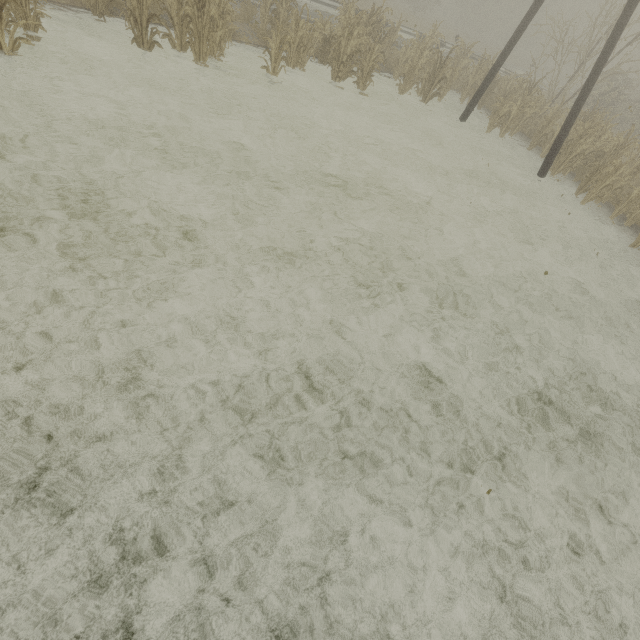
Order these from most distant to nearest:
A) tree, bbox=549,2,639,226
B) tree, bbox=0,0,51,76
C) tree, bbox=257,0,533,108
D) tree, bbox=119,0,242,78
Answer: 1. tree, bbox=549,2,639,226
2. tree, bbox=257,0,533,108
3. tree, bbox=119,0,242,78
4. tree, bbox=0,0,51,76

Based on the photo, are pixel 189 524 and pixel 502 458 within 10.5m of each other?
yes

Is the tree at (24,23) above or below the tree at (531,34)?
below

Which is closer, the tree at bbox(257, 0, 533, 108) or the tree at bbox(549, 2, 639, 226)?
the tree at bbox(257, 0, 533, 108)

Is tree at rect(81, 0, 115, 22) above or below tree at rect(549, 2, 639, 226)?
below

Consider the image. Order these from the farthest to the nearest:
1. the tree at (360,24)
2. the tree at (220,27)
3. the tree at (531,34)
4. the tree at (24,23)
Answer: the tree at (531,34) < the tree at (360,24) < the tree at (220,27) < the tree at (24,23)
